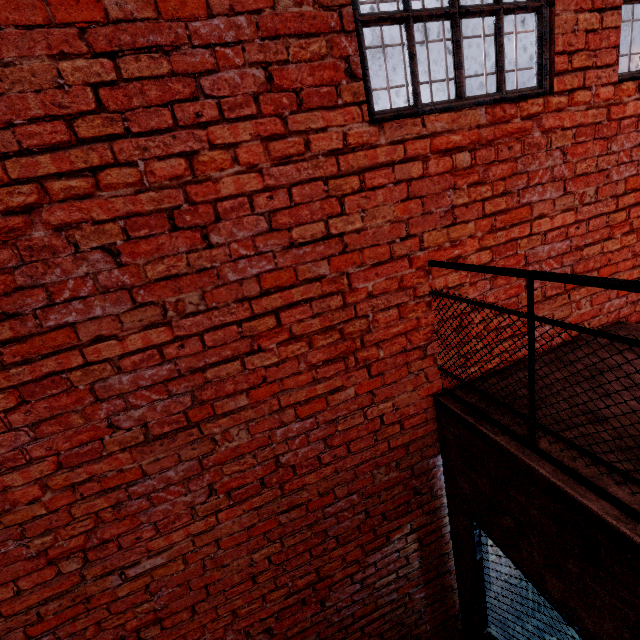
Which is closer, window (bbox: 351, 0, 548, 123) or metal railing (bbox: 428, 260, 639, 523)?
metal railing (bbox: 428, 260, 639, 523)

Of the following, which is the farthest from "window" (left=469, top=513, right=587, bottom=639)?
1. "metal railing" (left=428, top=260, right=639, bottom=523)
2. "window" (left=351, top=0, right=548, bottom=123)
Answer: "window" (left=351, top=0, right=548, bottom=123)

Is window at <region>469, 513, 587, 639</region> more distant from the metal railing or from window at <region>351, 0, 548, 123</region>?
window at <region>351, 0, 548, 123</region>

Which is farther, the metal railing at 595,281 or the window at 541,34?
the window at 541,34

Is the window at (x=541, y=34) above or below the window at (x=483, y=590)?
above

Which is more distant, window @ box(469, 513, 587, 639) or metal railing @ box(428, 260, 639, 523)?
window @ box(469, 513, 587, 639)

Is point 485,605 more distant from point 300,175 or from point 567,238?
point 300,175
